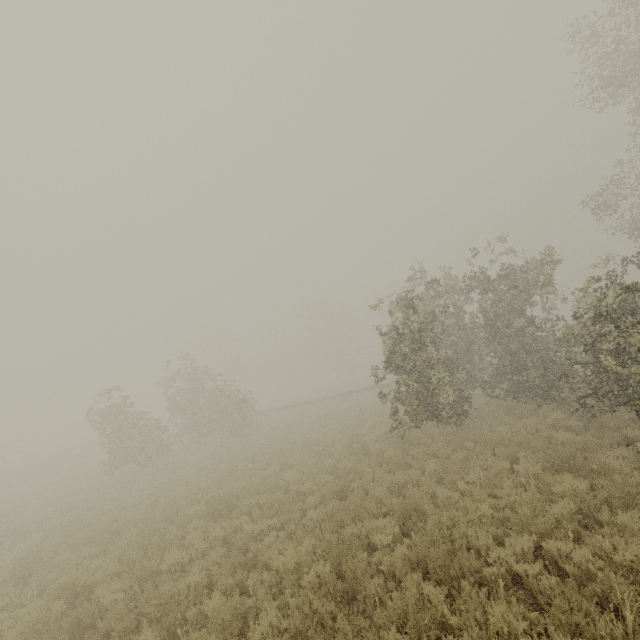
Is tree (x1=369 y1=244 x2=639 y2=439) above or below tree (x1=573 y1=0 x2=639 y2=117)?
below

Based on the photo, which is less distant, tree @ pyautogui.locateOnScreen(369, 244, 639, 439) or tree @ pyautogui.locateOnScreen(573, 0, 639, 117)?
tree @ pyautogui.locateOnScreen(369, 244, 639, 439)

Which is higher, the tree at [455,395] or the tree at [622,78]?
the tree at [622,78]

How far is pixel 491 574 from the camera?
5.2 meters

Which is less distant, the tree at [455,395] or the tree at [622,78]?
the tree at [455,395]
